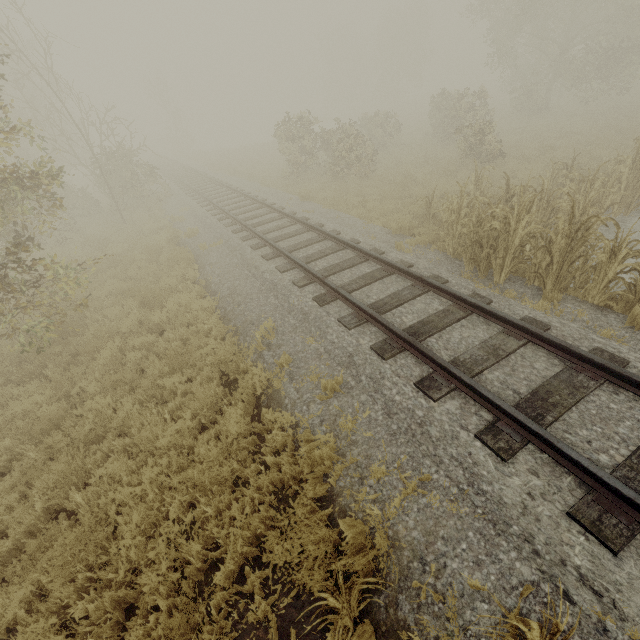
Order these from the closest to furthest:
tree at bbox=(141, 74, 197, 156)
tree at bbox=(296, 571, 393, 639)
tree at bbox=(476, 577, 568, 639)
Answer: tree at bbox=(476, 577, 568, 639) → tree at bbox=(296, 571, 393, 639) → tree at bbox=(141, 74, 197, 156)

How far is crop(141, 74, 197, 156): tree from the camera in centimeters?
3688cm

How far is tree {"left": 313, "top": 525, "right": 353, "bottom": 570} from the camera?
3.3 meters

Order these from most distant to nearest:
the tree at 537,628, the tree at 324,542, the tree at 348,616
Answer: the tree at 324,542 → the tree at 348,616 → the tree at 537,628

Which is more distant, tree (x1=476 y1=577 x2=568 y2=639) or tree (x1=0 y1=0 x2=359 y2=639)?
tree (x1=0 y1=0 x2=359 y2=639)

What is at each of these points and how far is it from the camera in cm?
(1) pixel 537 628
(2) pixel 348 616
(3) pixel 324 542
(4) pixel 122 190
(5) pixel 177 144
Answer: (1) tree, 198
(2) tree, 287
(3) tree, 359
(4) tree, 1808
(5) tree, 5206

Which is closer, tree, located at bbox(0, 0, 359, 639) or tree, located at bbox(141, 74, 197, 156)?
tree, located at bbox(0, 0, 359, 639)

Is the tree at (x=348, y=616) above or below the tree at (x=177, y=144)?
below
